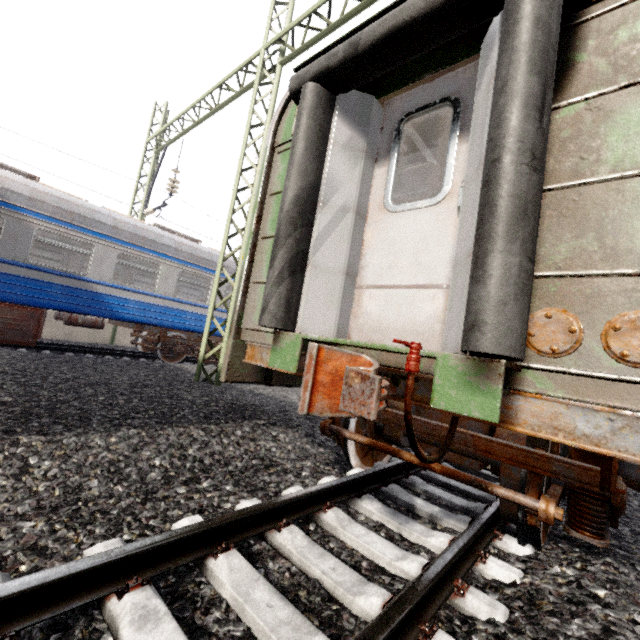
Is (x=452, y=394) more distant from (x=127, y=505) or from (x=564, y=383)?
(x=127, y=505)

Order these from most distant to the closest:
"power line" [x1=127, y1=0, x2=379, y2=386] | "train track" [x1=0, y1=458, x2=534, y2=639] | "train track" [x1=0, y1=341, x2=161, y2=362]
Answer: "train track" [x1=0, y1=341, x2=161, y2=362] → "power line" [x1=127, y1=0, x2=379, y2=386] → "train track" [x1=0, y1=458, x2=534, y2=639]

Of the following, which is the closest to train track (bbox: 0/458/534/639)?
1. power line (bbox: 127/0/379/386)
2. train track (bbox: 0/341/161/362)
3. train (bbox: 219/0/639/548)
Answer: train (bbox: 219/0/639/548)

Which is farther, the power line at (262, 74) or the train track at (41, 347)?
the train track at (41, 347)

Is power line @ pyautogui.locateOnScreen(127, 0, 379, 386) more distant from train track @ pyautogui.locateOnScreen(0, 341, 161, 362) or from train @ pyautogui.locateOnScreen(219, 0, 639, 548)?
train track @ pyautogui.locateOnScreen(0, 341, 161, 362)

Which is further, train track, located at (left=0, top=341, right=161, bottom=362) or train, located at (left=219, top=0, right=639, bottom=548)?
train track, located at (left=0, top=341, right=161, bottom=362)

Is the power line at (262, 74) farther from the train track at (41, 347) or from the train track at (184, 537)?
the train track at (184, 537)
